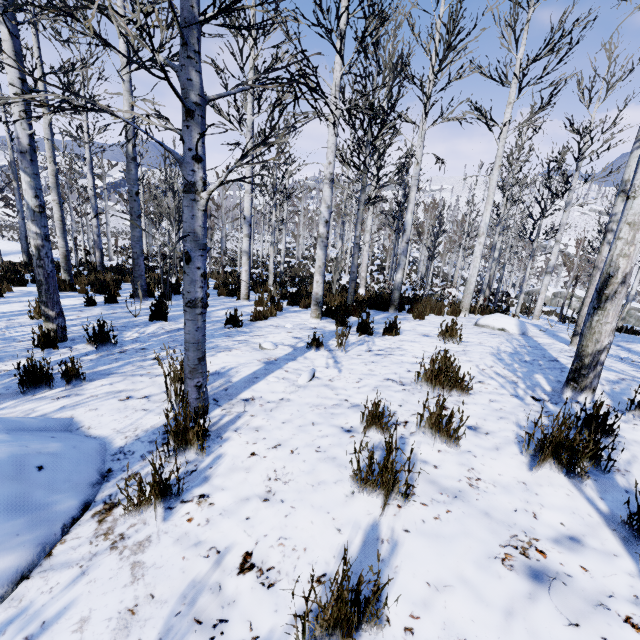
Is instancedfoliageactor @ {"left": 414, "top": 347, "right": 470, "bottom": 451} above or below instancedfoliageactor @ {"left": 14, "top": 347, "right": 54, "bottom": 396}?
above

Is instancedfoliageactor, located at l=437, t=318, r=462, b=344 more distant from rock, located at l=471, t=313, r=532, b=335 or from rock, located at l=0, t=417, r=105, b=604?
rock, located at l=471, t=313, r=532, b=335

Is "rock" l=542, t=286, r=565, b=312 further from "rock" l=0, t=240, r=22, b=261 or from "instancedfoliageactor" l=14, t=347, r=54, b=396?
"rock" l=0, t=240, r=22, b=261

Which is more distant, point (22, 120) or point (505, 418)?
point (22, 120)

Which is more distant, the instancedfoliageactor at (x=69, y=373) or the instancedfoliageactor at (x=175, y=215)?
the instancedfoliageactor at (x=69, y=373)

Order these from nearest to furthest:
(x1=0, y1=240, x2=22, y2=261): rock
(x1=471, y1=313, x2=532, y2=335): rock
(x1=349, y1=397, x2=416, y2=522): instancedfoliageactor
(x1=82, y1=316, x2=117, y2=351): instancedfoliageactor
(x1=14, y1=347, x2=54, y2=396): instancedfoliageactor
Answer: (x1=349, y1=397, x2=416, y2=522): instancedfoliageactor
(x1=14, y1=347, x2=54, y2=396): instancedfoliageactor
(x1=82, y1=316, x2=117, y2=351): instancedfoliageactor
(x1=471, y1=313, x2=532, y2=335): rock
(x1=0, y1=240, x2=22, y2=261): rock

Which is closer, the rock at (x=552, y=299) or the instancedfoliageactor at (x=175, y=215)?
the instancedfoliageactor at (x=175, y=215)
